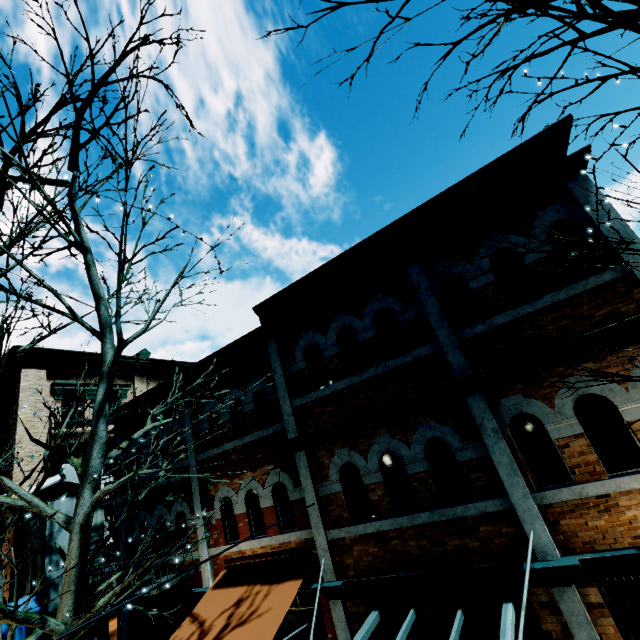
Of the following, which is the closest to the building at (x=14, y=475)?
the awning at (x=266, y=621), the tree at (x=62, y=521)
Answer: the awning at (x=266, y=621)

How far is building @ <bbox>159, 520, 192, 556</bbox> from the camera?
9.5 meters

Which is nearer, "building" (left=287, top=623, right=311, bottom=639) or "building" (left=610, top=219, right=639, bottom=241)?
"building" (left=610, top=219, right=639, bottom=241)

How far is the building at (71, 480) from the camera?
10.52m

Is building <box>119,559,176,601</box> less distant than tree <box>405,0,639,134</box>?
No

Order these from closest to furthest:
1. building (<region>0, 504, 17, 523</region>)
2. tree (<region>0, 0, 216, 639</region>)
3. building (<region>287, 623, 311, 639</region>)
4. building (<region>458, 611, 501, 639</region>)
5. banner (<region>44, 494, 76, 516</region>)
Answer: tree (<region>0, 0, 216, 639</region>)
building (<region>458, 611, 501, 639</region>)
building (<region>287, 623, 311, 639</region>)
banner (<region>44, 494, 76, 516</region>)
building (<region>0, 504, 17, 523</region>)

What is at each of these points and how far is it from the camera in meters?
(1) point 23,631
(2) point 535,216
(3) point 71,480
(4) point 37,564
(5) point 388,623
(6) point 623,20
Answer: (1) awning, 9.4 m
(2) building, 5.8 m
(3) building, 10.5 m
(4) building, 11.5 m
(5) building, 6.1 m
(6) tree, 2.0 m
